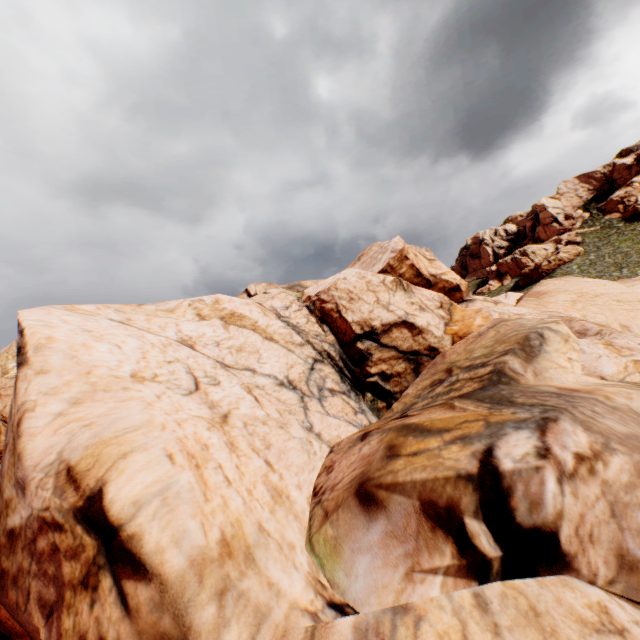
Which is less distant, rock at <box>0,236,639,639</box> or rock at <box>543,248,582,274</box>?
rock at <box>0,236,639,639</box>

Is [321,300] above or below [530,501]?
above

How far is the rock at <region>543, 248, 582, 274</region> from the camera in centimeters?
5884cm

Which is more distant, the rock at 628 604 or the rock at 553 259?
the rock at 553 259

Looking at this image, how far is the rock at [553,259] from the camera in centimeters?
5884cm

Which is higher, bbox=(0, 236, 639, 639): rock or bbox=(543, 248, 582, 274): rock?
bbox=(543, 248, 582, 274): rock
